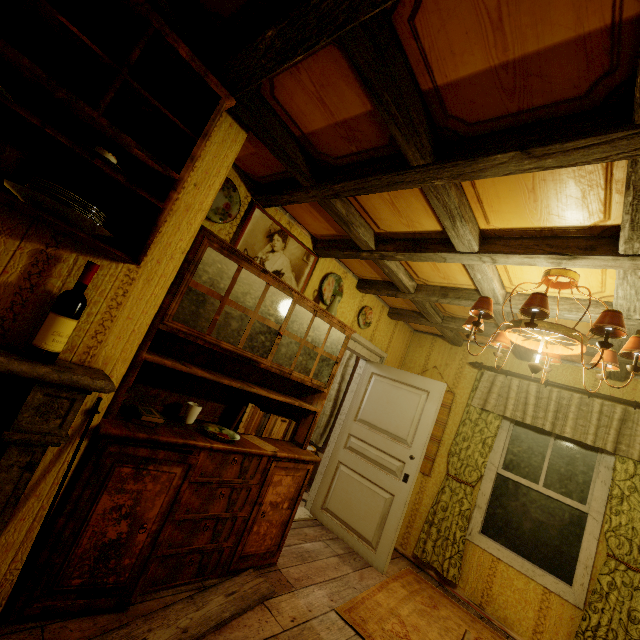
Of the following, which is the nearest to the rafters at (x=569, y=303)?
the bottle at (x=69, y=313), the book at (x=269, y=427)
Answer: the bottle at (x=69, y=313)

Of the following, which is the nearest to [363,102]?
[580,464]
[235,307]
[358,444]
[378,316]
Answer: [235,307]

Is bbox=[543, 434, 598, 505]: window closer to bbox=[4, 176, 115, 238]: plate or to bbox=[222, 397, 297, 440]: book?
bbox=[222, 397, 297, 440]: book

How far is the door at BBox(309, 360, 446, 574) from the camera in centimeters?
349cm

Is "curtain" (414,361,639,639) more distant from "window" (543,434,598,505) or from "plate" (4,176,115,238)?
"plate" (4,176,115,238)

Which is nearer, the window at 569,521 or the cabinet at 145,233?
the cabinet at 145,233

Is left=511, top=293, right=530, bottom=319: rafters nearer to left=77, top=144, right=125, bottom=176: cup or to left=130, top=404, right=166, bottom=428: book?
left=77, top=144, right=125, bottom=176: cup

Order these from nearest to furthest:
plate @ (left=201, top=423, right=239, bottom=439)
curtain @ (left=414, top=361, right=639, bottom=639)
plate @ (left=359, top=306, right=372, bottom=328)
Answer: plate @ (left=201, top=423, right=239, bottom=439) < curtain @ (left=414, top=361, right=639, bottom=639) < plate @ (left=359, top=306, right=372, bottom=328)
